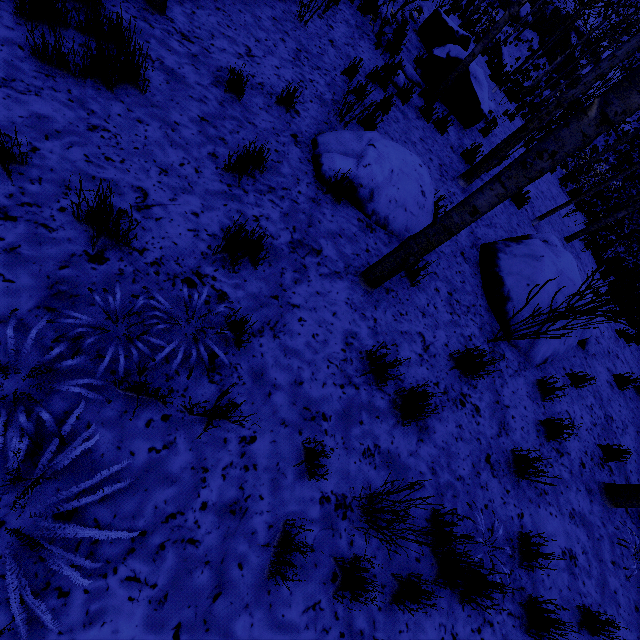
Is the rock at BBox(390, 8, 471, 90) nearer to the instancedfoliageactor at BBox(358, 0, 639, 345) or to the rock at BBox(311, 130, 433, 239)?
the instancedfoliageactor at BBox(358, 0, 639, 345)

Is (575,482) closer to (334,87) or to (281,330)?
(281,330)

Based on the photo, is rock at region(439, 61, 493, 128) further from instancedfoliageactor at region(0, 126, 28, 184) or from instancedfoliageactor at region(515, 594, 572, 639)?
instancedfoliageactor at region(0, 126, 28, 184)

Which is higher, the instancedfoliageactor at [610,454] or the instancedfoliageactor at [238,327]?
the instancedfoliageactor at [610,454]

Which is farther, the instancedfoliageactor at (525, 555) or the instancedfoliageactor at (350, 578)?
the instancedfoliageactor at (525, 555)

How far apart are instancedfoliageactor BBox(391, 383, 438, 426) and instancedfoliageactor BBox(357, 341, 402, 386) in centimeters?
30cm

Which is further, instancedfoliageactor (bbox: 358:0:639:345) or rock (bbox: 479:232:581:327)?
rock (bbox: 479:232:581:327)

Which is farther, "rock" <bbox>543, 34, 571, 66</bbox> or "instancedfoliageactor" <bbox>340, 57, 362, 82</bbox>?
"rock" <bbox>543, 34, 571, 66</bbox>
